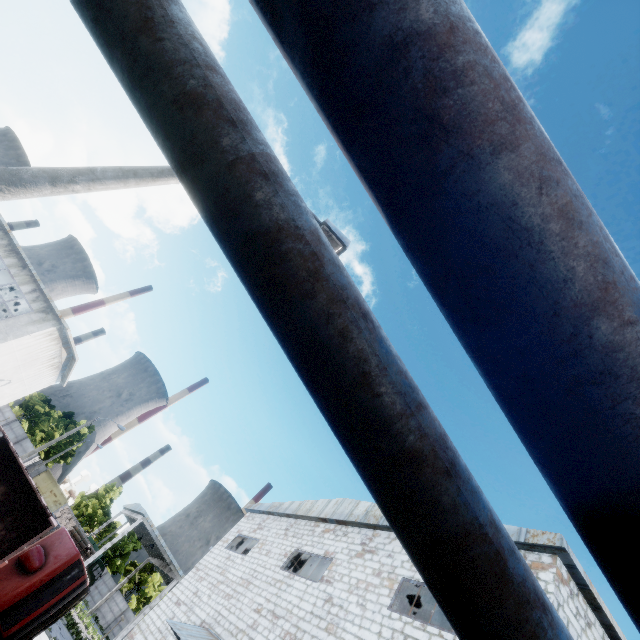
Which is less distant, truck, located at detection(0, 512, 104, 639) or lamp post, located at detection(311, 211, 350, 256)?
lamp post, located at detection(311, 211, 350, 256)

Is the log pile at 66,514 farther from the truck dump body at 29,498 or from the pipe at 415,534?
the pipe at 415,534

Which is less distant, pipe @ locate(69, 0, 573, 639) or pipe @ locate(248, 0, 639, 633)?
pipe @ locate(248, 0, 639, 633)

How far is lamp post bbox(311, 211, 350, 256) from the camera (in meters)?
7.57

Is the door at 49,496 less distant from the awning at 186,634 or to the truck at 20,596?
the truck at 20,596

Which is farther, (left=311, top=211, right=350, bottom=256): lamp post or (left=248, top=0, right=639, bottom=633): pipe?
(left=311, top=211, right=350, bottom=256): lamp post

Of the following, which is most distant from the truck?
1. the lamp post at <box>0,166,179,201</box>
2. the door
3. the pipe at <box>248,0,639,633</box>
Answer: the door

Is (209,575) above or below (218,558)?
below
